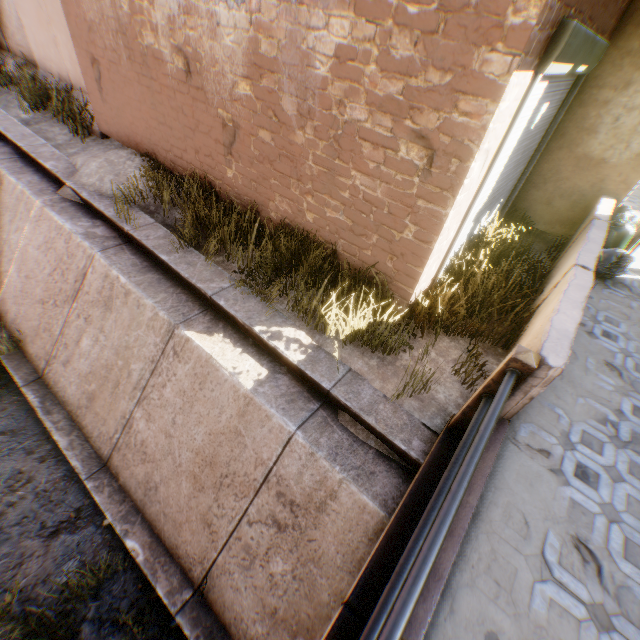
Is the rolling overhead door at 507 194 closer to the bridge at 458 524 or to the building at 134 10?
the building at 134 10

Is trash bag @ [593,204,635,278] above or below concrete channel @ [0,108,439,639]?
above

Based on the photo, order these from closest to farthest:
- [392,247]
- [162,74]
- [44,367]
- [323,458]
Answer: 1. [323,458]
2. [392,247]
3. [162,74]
4. [44,367]

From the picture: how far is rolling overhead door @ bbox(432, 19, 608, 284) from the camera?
2.8m

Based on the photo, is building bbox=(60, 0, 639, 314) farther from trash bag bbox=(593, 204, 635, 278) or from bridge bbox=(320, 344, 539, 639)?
bridge bbox=(320, 344, 539, 639)

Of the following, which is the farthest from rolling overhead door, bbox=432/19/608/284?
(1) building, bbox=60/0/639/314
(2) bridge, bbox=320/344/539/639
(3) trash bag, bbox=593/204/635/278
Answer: (2) bridge, bbox=320/344/539/639

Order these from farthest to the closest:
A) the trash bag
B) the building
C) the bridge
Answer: the trash bag → the building → the bridge

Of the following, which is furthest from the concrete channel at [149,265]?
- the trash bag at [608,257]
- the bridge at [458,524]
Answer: the trash bag at [608,257]
